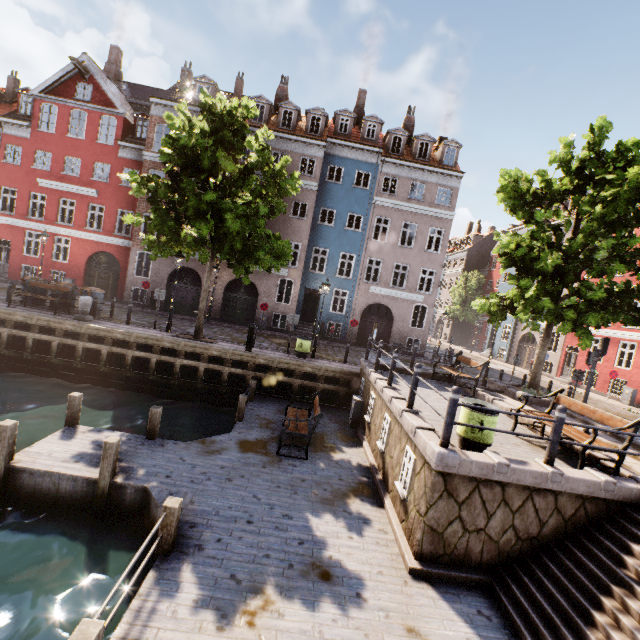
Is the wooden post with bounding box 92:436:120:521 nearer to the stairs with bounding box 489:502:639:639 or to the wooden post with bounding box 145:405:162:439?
the wooden post with bounding box 145:405:162:439

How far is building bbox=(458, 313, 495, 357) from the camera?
35.0 meters

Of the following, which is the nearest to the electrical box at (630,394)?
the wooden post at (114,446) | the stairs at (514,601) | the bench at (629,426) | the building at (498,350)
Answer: the building at (498,350)

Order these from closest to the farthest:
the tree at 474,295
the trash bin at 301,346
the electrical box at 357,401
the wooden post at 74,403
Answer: the wooden post at 74,403 < the tree at 474,295 < the electrical box at 357,401 < the trash bin at 301,346

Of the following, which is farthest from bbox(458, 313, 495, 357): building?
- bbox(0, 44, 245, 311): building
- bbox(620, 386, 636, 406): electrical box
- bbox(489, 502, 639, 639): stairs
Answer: bbox(489, 502, 639, 639): stairs

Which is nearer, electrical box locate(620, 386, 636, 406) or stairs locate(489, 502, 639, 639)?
stairs locate(489, 502, 639, 639)

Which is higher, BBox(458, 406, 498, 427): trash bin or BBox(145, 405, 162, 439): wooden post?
BBox(458, 406, 498, 427): trash bin

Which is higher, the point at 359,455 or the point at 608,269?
the point at 608,269
